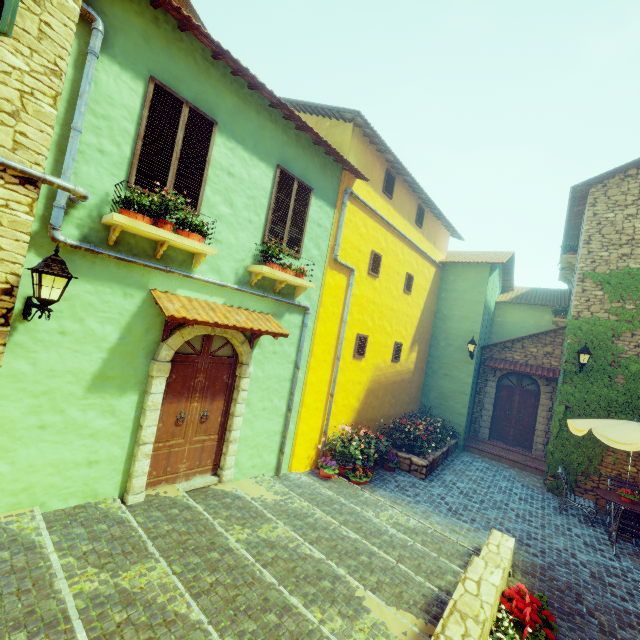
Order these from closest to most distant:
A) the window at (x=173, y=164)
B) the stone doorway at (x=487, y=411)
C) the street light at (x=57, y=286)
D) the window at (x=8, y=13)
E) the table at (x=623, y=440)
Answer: the window at (x=8, y=13) → the street light at (x=57, y=286) → the window at (x=173, y=164) → the table at (x=623, y=440) → the stone doorway at (x=487, y=411)

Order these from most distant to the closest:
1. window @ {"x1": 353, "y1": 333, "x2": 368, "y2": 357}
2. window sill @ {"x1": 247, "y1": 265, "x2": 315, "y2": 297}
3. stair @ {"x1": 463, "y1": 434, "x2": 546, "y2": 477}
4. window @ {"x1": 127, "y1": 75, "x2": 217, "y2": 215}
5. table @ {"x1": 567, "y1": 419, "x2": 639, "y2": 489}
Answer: stair @ {"x1": 463, "y1": 434, "x2": 546, "y2": 477} < window @ {"x1": 353, "y1": 333, "x2": 368, "y2": 357} < table @ {"x1": 567, "y1": 419, "x2": 639, "y2": 489} < window sill @ {"x1": 247, "y1": 265, "x2": 315, "y2": 297} < window @ {"x1": 127, "y1": 75, "x2": 217, "y2": 215}

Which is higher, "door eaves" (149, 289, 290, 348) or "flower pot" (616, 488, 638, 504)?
"door eaves" (149, 289, 290, 348)

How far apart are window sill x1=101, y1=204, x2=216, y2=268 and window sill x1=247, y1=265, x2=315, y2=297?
0.96m

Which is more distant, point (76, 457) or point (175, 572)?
point (76, 457)

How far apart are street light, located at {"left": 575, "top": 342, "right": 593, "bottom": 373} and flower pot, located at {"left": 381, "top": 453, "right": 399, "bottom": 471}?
6.11m

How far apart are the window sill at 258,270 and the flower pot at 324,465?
4.4m

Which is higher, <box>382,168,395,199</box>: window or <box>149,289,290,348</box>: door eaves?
<box>382,168,395,199</box>: window
